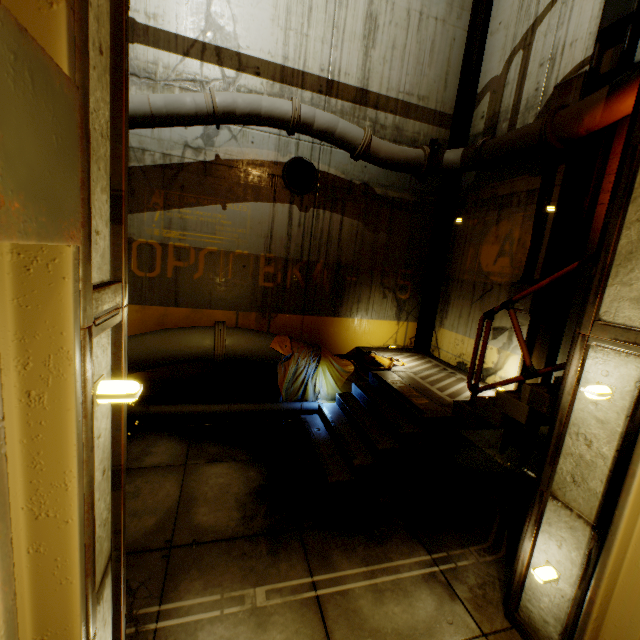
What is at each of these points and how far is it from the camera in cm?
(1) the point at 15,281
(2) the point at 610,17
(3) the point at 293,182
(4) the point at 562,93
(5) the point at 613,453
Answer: (1) beam, 100
(2) beam, 485
(3) cable, 742
(4) cable, 552
(5) beam, 253

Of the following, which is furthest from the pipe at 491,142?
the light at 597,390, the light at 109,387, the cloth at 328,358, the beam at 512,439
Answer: the light at 109,387

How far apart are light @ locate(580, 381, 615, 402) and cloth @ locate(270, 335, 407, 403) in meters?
4.4 m

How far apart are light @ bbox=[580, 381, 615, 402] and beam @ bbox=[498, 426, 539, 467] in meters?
3.6 m

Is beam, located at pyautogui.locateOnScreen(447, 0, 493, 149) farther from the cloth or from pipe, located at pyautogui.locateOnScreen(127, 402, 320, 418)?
the cloth

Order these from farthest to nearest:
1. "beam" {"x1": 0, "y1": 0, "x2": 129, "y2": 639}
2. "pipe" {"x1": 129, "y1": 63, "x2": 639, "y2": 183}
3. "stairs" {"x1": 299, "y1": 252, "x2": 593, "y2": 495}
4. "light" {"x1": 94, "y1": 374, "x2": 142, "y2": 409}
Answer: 1. "pipe" {"x1": 129, "y1": 63, "x2": 639, "y2": 183}
2. "stairs" {"x1": 299, "y1": 252, "x2": 593, "y2": 495}
3. "light" {"x1": 94, "y1": 374, "x2": 142, "y2": 409}
4. "beam" {"x1": 0, "y1": 0, "x2": 129, "y2": 639}

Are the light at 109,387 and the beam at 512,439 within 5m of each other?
no

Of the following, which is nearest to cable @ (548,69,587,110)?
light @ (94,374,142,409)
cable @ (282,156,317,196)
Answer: cable @ (282,156,317,196)
